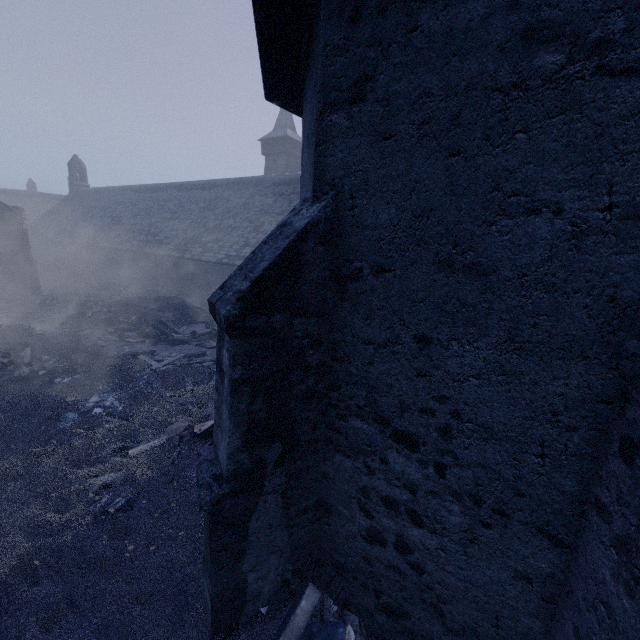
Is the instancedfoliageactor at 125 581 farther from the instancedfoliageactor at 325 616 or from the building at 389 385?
the instancedfoliageactor at 325 616

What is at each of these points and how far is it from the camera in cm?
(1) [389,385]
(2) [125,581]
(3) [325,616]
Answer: (1) building, 304
(2) instancedfoliageactor, 417
(3) instancedfoliageactor, 388

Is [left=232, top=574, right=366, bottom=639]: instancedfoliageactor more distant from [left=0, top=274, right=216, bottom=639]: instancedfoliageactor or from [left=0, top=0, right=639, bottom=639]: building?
[left=0, top=274, right=216, bottom=639]: instancedfoliageactor

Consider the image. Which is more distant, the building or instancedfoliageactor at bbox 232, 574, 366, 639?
instancedfoliageactor at bbox 232, 574, 366, 639

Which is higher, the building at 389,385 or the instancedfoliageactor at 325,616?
the building at 389,385

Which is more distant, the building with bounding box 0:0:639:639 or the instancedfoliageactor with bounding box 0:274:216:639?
the instancedfoliageactor with bounding box 0:274:216:639

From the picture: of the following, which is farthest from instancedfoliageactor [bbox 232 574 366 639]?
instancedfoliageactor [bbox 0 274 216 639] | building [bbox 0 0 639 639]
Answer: instancedfoliageactor [bbox 0 274 216 639]
